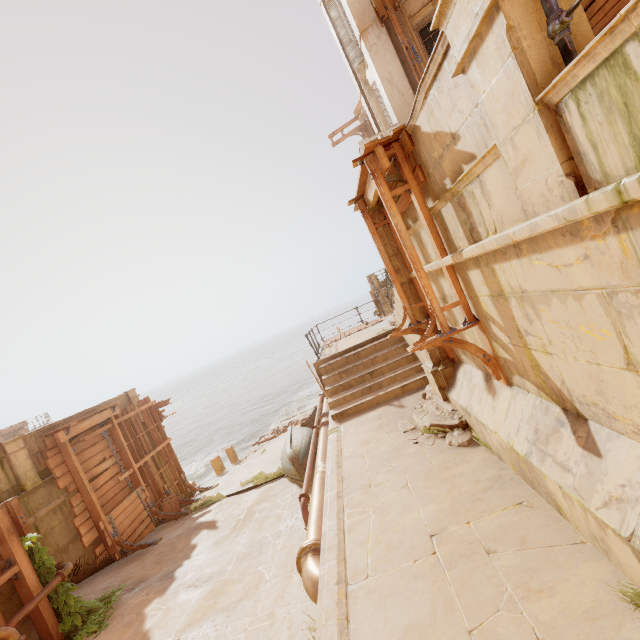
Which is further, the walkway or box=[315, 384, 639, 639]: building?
the walkway

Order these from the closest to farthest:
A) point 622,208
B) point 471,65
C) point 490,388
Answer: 1. point 622,208
2. point 471,65
3. point 490,388

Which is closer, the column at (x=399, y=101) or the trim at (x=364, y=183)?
the trim at (x=364, y=183)

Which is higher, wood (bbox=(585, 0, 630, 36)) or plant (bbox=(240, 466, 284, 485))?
wood (bbox=(585, 0, 630, 36))

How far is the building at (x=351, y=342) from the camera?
10.84m

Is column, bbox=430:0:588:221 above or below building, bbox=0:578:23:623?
above

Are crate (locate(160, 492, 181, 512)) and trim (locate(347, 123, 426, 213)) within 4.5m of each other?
no

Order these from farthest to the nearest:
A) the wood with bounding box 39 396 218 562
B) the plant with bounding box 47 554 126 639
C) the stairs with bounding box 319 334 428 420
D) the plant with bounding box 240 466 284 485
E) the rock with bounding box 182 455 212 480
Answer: the rock with bounding box 182 455 212 480, the plant with bounding box 240 466 284 485, the wood with bounding box 39 396 218 562, the stairs with bounding box 319 334 428 420, the plant with bounding box 47 554 126 639
